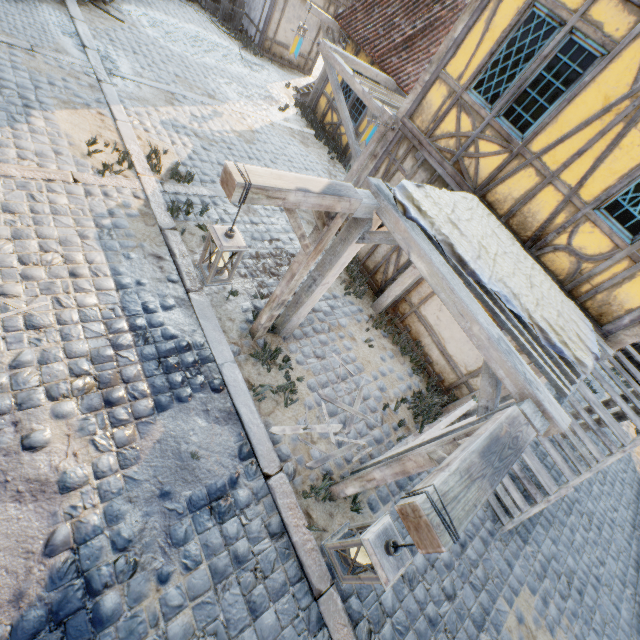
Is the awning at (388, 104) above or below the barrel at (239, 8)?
above

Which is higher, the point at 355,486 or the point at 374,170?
the point at 374,170

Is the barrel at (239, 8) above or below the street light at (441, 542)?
below

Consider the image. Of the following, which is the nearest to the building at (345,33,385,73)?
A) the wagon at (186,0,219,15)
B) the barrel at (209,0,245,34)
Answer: the barrel at (209,0,245,34)

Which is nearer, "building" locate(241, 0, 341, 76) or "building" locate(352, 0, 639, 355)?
"building" locate(352, 0, 639, 355)

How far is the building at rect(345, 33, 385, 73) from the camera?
10.36m

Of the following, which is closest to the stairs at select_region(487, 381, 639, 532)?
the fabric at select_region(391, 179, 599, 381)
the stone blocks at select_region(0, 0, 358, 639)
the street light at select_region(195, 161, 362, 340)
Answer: the fabric at select_region(391, 179, 599, 381)

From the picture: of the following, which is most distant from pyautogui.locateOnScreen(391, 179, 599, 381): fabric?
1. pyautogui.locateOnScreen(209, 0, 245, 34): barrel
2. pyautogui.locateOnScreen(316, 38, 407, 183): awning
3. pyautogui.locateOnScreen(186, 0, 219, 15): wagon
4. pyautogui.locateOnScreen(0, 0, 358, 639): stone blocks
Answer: pyautogui.locateOnScreen(186, 0, 219, 15): wagon
